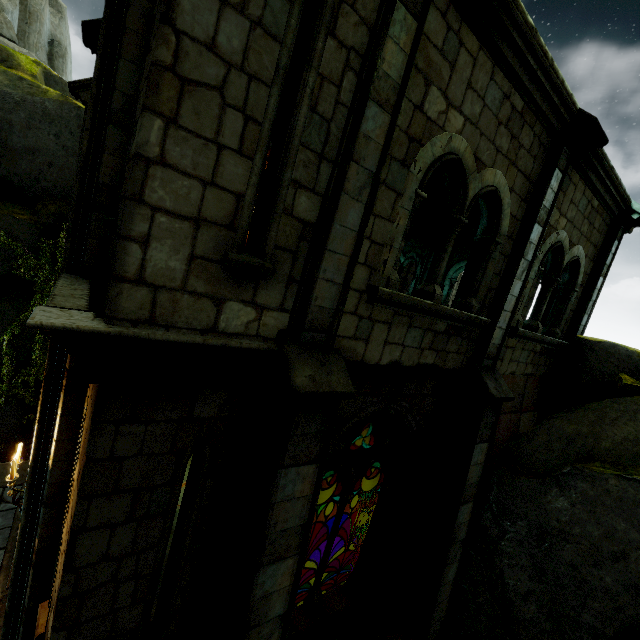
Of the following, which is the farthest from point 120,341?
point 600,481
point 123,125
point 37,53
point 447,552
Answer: point 37,53

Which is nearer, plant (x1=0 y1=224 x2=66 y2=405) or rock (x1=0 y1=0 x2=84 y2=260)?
plant (x1=0 y1=224 x2=66 y2=405)

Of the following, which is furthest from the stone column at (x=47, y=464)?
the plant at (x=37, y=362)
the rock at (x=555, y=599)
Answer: the rock at (x=555, y=599)

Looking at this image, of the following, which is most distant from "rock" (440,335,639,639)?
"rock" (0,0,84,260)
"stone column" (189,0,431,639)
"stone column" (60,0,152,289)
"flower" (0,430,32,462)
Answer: "rock" (0,0,84,260)

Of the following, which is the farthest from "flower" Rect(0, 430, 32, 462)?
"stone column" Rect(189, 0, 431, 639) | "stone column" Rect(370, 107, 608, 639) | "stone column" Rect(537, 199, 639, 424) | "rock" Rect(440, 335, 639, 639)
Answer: "stone column" Rect(537, 199, 639, 424)

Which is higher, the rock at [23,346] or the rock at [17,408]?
the rock at [23,346]

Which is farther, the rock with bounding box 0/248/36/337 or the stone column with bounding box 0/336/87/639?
the rock with bounding box 0/248/36/337

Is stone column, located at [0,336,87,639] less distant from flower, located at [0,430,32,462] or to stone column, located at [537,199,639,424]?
flower, located at [0,430,32,462]
